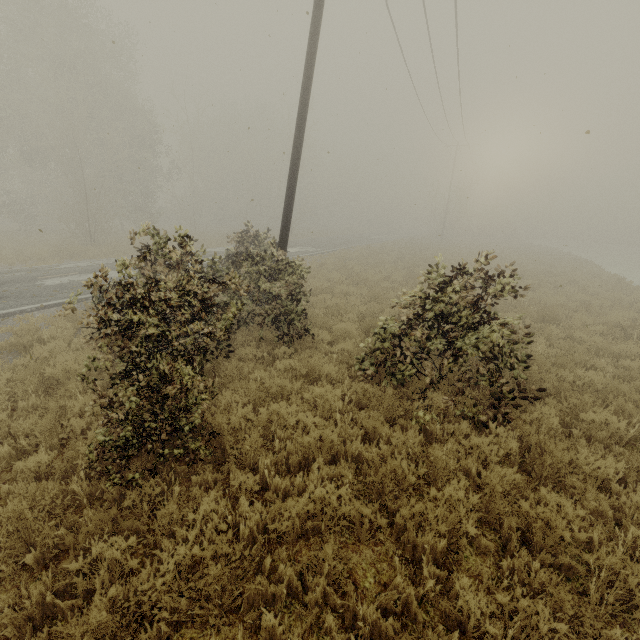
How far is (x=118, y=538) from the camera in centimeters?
308cm
